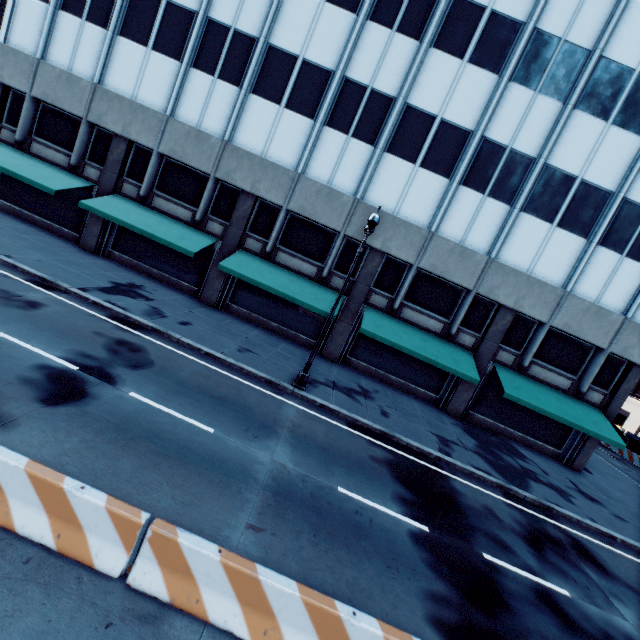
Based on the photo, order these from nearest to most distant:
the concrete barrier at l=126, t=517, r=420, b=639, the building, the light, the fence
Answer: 1. the concrete barrier at l=126, t=517, r=420, b=639
2. the light
3. the building
4. the fence

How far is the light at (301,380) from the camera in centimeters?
1114cm

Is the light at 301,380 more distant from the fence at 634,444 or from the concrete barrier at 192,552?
the fence at 634,444

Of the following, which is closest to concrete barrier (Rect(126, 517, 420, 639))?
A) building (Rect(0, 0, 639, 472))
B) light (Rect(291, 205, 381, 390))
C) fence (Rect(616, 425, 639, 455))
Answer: light (Rect(291, 205, 381, 390))

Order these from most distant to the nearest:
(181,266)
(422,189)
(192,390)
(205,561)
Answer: (181,266)
(422,189)
(192,390)
(205,561)

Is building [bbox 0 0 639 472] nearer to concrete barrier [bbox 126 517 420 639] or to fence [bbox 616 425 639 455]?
concrete barrier [bbox 126 517 420 639]

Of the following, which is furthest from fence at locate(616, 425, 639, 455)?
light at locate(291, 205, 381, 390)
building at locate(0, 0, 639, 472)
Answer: light at locate(291, 205, 381, 390)

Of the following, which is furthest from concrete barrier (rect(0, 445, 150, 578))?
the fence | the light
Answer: the fence
